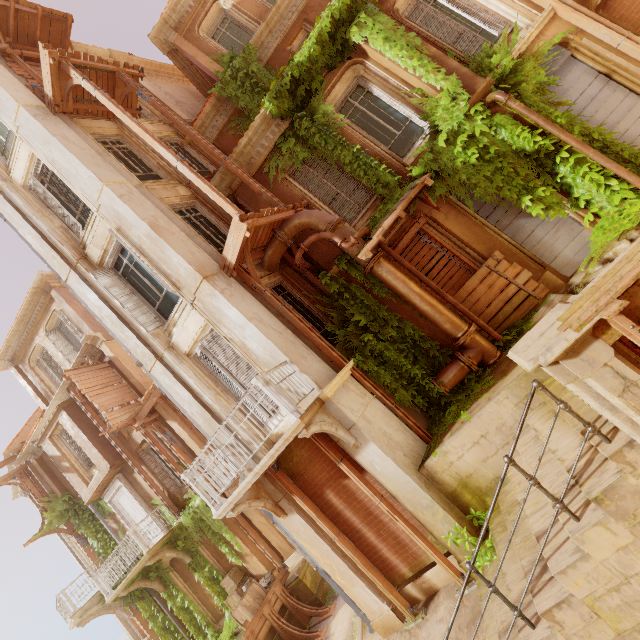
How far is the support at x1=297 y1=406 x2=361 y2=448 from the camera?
5.9m

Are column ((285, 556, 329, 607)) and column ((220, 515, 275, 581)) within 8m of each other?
yes

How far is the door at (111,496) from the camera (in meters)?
14.59

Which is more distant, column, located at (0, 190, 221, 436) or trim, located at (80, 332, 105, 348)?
trim, located at (80, 332, 105, 348)

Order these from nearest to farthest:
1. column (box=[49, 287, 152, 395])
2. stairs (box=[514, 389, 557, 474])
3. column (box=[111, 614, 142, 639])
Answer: stairs (box=[514, 389, 557, 474]), column (box=[49, 287, 152, 395]), column (box=[111, 614, 142, 639])

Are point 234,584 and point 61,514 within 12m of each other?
yes

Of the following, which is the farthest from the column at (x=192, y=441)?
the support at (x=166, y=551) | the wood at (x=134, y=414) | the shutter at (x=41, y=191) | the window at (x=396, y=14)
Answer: the window at (x=396, y=14)

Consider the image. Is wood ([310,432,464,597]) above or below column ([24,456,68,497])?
below
